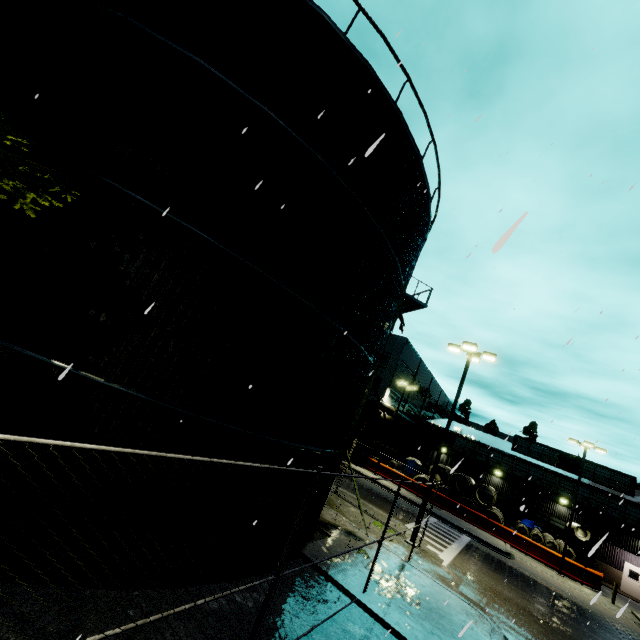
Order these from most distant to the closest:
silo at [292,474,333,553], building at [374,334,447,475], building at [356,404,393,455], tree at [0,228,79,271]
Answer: building at [374,334,447,475], building at [356,404,393,455], silo at [292,474,333,553], tree at [0,228,79,271]

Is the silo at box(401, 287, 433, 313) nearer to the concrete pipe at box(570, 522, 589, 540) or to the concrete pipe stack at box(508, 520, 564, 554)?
the concrete pipe stack at box(508, 520, 564, 554)

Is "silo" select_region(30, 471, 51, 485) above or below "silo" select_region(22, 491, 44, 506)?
above

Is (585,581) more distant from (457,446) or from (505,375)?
(505,375)

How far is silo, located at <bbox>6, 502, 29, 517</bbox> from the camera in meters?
4.8

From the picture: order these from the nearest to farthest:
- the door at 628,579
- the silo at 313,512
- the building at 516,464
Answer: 1. the silo at 313,512
2. the door at 628,579
3. the building at 516,464

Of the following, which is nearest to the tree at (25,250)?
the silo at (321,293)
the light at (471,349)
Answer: the silo at (321,293)

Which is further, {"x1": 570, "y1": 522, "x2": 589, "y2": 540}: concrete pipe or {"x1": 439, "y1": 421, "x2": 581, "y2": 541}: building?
{"x1": 439, "y1": 421, "x2": 581, "y2": 541}: building
